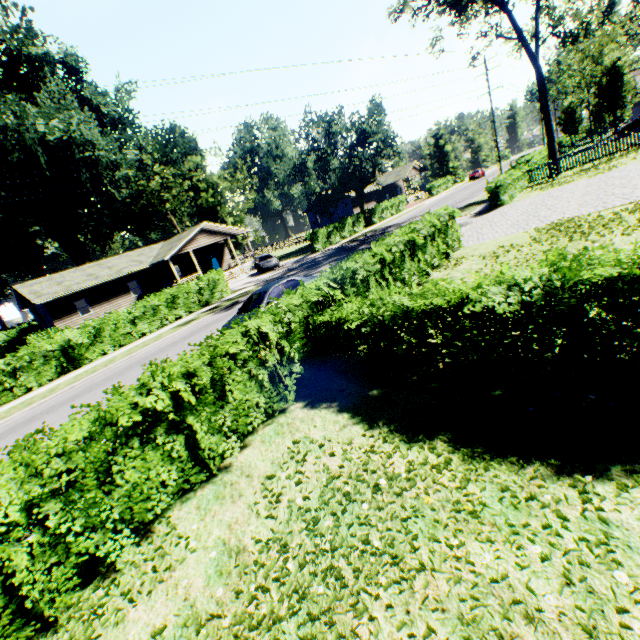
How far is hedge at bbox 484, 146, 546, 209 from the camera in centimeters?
2125cm

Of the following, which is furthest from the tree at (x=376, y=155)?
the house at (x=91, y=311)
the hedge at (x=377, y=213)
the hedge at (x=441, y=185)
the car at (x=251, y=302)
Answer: the car at (x=251, y=302)

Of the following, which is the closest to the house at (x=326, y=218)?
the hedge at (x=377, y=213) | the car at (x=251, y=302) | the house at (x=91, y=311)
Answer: the hedge at (x=377, y=213)

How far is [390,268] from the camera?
10.3 meters

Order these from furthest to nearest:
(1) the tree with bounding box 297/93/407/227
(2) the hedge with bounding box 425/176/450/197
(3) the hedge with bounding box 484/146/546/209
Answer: (2) the hedge with bounding box 425/176/450/197
(1) the tree with bounding box 297/93/407/227
(3) the hedge with bounding box 484/146/546/209

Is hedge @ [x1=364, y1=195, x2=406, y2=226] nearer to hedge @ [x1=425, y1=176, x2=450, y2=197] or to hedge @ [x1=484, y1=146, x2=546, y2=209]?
hedge @ [x1=484, y1=146, x2=546, y2=209]

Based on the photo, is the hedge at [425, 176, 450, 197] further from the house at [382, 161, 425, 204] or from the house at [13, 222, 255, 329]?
the house at [13, 222, 255, 329]

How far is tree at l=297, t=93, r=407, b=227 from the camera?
34.88m
